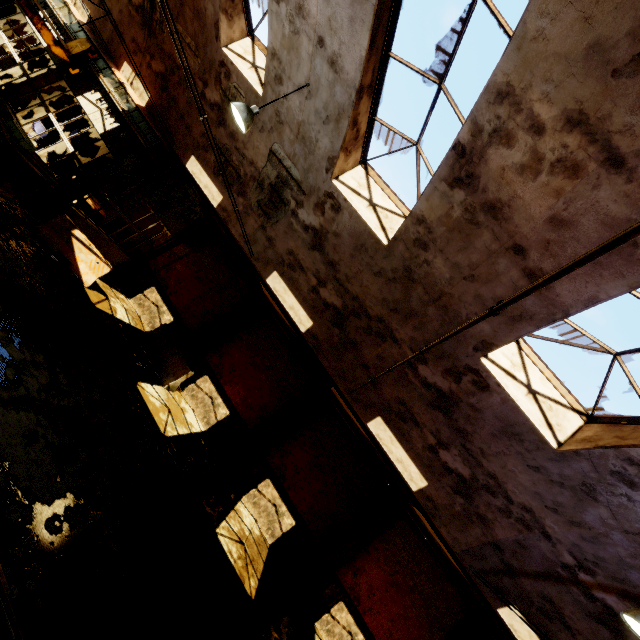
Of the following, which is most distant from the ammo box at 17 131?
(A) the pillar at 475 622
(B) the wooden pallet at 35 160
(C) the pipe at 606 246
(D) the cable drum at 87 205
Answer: (A) the pillar at 475 622

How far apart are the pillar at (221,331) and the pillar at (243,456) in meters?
4.2

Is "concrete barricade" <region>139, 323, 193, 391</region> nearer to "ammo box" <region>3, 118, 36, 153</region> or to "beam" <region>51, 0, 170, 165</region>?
"beam" <region>51, 0, 170, 165</region>

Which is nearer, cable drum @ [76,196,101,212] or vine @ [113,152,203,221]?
vine @ [113,152,203,221]

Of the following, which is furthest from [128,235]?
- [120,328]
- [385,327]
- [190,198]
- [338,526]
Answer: [338,526]

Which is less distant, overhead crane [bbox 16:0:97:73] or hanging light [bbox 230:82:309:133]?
hanging light [bbox 230:82:309:133]

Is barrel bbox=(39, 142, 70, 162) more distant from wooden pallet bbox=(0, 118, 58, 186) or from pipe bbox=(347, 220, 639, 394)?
pipe bbox=(347, 220, 639, 394)

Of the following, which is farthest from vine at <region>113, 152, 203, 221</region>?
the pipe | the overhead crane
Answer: the pipe
